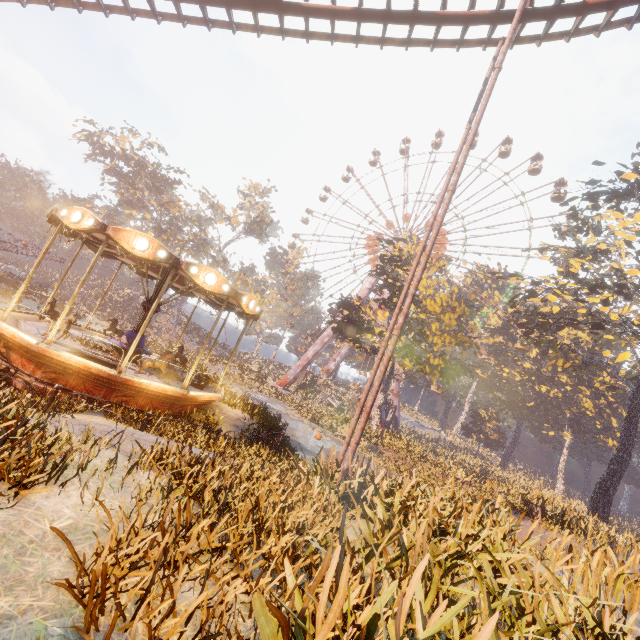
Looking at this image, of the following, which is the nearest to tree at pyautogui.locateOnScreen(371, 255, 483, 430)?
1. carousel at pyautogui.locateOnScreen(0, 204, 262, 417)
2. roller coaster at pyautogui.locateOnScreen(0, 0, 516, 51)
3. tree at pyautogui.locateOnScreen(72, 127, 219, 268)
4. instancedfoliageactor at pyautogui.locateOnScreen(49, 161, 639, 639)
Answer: instancedfoliageactor at pyautogui.locateOnScreen(49, 161, 639, 639)

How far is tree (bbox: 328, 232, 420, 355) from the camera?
27.3 meters

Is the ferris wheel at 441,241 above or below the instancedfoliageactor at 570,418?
above

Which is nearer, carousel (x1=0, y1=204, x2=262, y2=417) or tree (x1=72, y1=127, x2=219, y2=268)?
carousel (x1=0, y1=204, x2=262, y2=417)

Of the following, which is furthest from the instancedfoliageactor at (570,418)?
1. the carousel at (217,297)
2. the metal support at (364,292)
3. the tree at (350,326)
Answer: the metal support at (364,292)

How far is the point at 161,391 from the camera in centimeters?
939cm

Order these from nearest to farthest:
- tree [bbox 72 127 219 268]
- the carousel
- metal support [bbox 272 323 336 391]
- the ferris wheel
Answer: the carousel
the ferris wheel
tree [bbox 72 127 219 268]
metal support [bbox 272 323 336 391]

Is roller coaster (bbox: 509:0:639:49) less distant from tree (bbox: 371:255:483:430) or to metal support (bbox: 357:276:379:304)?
tree (bbox: 371:255:483:430)
